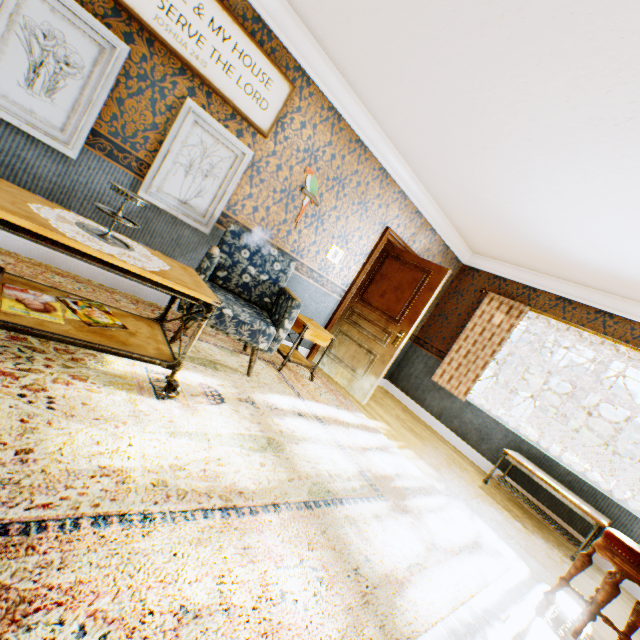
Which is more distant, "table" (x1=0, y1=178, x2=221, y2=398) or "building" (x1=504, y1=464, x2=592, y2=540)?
"building" (x1=504, y1=464, x2=592, y2=540)

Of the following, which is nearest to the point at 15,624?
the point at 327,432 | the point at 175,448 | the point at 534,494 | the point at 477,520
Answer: the point at 175,448

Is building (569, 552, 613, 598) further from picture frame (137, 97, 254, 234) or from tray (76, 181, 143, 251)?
tray (76, 181, 143, 251)

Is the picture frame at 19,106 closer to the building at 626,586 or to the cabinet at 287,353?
the building at 626,586

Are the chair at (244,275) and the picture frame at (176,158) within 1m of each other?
yes

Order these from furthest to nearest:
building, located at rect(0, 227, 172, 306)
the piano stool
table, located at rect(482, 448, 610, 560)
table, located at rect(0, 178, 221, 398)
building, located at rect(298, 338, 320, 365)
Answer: building, located at rect(298, 338, 320, 365), table, located at rect(482, 448, 610, 560), building, located at rect(0, 227, 172, 306), the piano stool, table, located at rect(0, 178, 221, 398)

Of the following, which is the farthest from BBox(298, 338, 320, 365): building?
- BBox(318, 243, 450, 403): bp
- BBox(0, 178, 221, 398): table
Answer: BBox(0, 178, 221, 398): table

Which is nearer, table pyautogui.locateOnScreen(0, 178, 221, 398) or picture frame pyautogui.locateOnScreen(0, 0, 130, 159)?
table pyautogui.locateOnScreen(0, 178, 221, 398)
